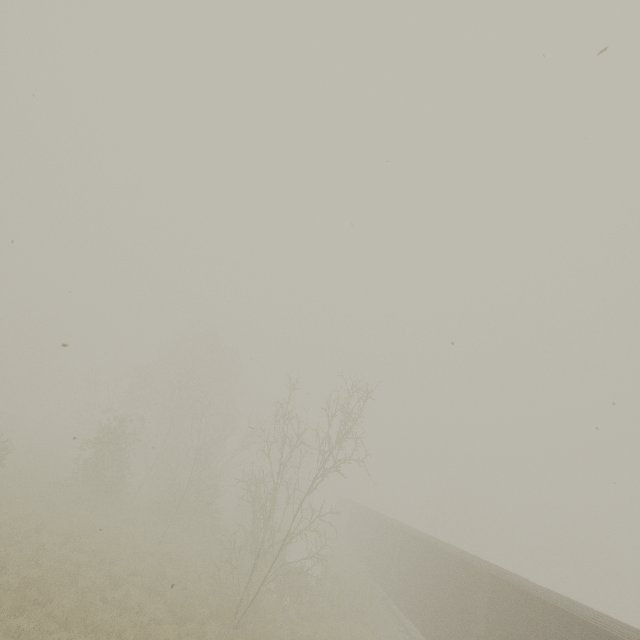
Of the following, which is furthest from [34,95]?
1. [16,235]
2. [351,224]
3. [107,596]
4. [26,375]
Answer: [26,375]
